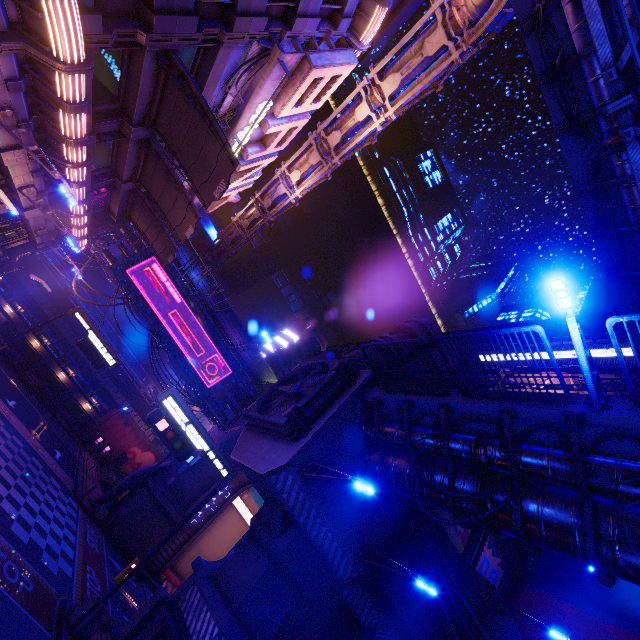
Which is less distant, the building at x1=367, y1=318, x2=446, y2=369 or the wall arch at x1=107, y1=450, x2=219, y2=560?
the building at x1=367, y1=318, x2=446, y2=369

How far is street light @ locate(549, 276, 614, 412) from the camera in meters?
7.0

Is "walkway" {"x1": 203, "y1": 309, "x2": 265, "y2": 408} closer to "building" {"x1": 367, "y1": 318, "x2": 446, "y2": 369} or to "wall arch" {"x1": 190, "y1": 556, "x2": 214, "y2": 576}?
"wall arch" {"x1": 190, "y1": 556, "x2": 214, "y2": 576}

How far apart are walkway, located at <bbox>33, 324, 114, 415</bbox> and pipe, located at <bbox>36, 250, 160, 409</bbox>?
2.8m

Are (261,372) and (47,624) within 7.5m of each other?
no

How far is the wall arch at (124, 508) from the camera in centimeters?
2425cm

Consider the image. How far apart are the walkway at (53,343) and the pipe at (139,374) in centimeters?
278cm

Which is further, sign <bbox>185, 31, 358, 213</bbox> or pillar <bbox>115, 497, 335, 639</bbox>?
sign <bbox>185, 31, 358, 213</bbox>
